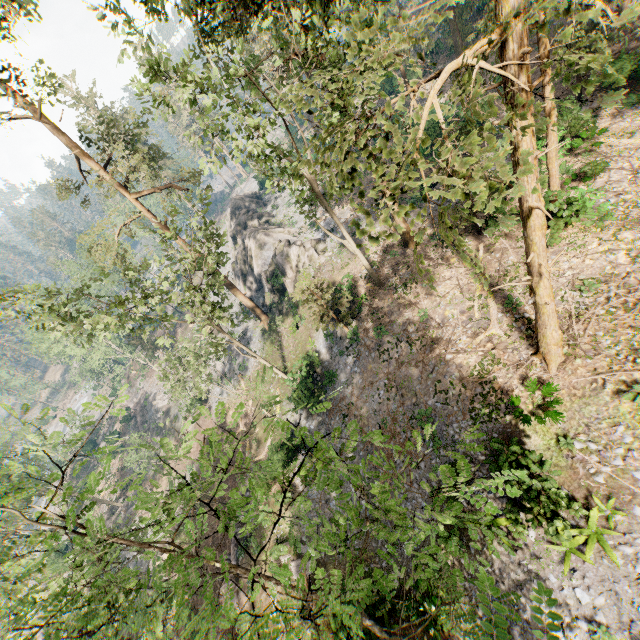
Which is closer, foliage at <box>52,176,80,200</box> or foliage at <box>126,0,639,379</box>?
foliage at <box>126,0,639,379</box>

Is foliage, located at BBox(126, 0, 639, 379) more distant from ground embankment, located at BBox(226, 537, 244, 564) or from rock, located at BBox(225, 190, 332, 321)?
ground embankment, located at BBox(226, 537, 244, 564)

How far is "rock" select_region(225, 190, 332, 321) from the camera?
31.5m

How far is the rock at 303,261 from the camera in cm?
3155

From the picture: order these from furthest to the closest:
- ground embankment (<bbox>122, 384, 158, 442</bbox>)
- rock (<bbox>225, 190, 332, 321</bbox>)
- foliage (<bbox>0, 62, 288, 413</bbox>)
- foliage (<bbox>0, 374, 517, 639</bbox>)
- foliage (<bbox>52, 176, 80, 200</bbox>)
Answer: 1. ground embankment (<bbox>122, 384, 158, 442</bbox>)
2. rock (<bbox>225, 190, 332, 321</bbox>)
3. foliage (<bbox>52, 176, 80, 200</bbox>)
4. foliage (<bbox>0, 62, 288, 413</bbox>)
5. foliage (<bbox>0, 374, 517, 639</bbox>)

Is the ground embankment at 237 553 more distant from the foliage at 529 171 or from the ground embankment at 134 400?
the ground embankment at 134 400

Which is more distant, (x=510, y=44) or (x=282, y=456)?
(x=282, y=456)
